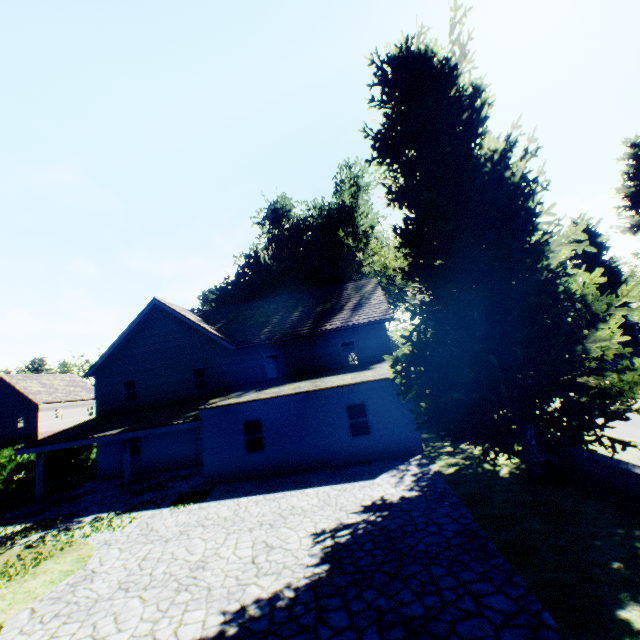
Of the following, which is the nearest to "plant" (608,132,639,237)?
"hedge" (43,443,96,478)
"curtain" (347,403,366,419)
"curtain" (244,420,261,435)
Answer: "hedge" (43,443,96,478)

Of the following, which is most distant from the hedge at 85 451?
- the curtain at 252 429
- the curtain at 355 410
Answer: the curtain at 252 429

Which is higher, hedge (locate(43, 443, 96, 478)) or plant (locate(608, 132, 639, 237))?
plant (locate(608, 132, 639, 237))

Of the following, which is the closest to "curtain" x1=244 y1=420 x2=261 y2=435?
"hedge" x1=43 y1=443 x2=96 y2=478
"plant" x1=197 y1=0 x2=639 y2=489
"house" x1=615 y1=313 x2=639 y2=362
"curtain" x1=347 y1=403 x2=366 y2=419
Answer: "curtain" x1=347 y1=403 x2=366 y2=419

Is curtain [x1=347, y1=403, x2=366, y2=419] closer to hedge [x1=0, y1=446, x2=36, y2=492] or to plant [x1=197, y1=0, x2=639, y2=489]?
plant [x1=197, y1=0, x2=639, y2=489]

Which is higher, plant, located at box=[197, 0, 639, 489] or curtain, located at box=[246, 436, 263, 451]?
plant, located at box=[197, 0, 639, 489]

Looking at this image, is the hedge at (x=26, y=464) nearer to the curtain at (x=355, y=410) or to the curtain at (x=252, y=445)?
the curtain at (x=355, y=410)

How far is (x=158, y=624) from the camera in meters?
5.7
